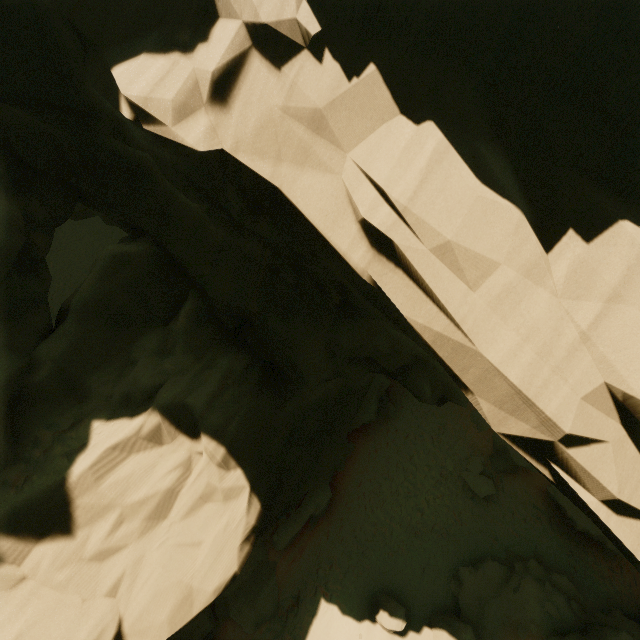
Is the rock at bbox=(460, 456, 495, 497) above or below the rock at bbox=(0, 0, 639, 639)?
below

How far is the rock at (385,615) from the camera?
12.8m

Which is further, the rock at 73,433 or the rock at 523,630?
the rock at 523,630

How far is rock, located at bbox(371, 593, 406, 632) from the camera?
12.8m

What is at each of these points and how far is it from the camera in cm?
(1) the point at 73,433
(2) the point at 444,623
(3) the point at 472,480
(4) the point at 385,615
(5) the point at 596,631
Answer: (1) rock, 913
(2) rock, 1330
(3) rock, 1805
(4) rock, 1306
(5) rock, 1270

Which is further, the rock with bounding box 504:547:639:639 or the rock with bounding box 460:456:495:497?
the rock with bounding box 460:456:495:497
